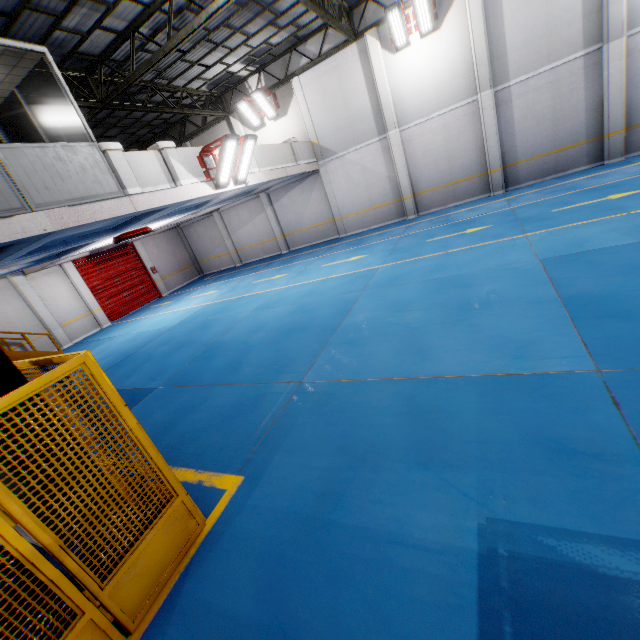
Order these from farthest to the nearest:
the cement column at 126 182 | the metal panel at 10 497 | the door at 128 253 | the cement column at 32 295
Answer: the door at 128 253
the cement column at 32 295
the cement column at 126 182
the metal panel at 10 497

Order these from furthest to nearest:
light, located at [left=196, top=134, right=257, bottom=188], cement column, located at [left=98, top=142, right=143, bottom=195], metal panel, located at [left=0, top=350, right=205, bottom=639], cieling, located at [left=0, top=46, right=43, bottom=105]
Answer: light, located at [left=196, top=134, right=257, bottom=188] < cement column, located at [left=98, top=142, right=143, bottom=195] < cieling, located at [left=0, top=46, right=43, bottom=105] < metal panel, located at [left=0, top=350, right=205, bottom=639]

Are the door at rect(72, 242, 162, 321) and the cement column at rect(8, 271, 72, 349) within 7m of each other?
yes

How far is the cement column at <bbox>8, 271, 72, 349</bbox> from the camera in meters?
14.9

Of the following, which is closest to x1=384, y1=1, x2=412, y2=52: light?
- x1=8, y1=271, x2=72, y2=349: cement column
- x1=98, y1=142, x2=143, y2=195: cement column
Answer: x1=98, y1=142, x2=143, y2=195: cement column

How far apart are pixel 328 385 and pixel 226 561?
2.7m

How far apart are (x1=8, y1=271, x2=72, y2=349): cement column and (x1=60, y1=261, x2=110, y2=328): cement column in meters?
1.5

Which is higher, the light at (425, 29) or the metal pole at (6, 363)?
the light at (425, 29)
